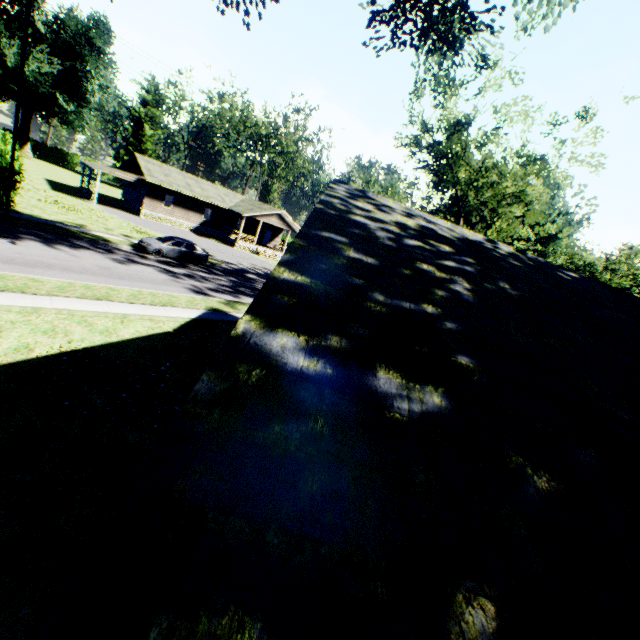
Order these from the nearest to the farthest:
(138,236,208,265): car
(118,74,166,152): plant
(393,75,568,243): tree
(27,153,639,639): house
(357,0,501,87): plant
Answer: (27,153,639,639): house
(357,0,501,87): plant
(393,75,568,243): tree
(138,236,208,265): car
(118,74,166,152): plant

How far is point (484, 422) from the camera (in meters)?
1.88

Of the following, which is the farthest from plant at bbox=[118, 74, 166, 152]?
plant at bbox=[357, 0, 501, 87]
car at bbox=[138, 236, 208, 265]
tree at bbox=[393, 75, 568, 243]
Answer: tree at bbox=[393, 75, 568, 243]

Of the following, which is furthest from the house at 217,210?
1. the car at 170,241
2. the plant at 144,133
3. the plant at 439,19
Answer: the plant at 144,133

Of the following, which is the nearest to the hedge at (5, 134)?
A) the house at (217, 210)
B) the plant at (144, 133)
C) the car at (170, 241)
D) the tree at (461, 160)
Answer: the car at (170, 241)

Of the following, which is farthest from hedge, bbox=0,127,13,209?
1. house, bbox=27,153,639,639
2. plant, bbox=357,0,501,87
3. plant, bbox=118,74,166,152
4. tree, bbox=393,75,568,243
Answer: plant, bbox=118,74,166,152

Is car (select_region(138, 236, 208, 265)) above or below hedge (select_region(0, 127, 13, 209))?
below

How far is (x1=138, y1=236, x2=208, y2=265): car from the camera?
22.86m
